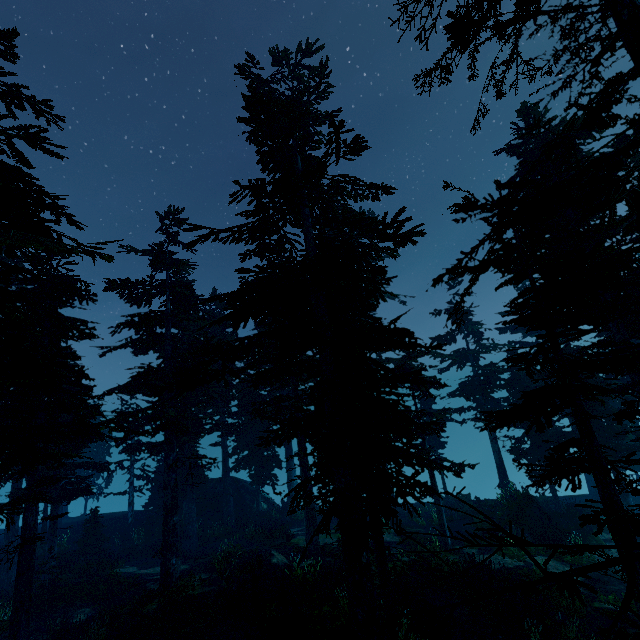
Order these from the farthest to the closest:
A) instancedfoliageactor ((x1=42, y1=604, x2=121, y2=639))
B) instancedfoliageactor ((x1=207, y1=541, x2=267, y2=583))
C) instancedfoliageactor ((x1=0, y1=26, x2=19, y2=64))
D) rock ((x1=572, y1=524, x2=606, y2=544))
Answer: rock ((x1=572, y1=524, x2=606, y2=544)) < instancedfoliageactor ((x1=207, y1=541, x2=267, y2=583)) < instancedfoliageactor ((x1=42, y1=604, x2=121, y2=639)) < instancedfoliageactor ((x1=0, y1=26, x2=19, y2=64))

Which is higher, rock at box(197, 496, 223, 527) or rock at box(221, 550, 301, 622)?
rock at box(221, 550, 301, 622)

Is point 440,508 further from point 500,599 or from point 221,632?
point 221,632

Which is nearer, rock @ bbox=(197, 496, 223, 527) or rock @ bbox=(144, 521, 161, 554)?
rock @ bbox=(144, 521, 161, 554)

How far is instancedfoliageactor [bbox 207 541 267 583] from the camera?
14.6m

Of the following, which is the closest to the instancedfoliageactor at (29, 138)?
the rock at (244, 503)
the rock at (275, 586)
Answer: the rock at (244, 503)

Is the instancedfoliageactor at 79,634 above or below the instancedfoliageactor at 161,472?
below
